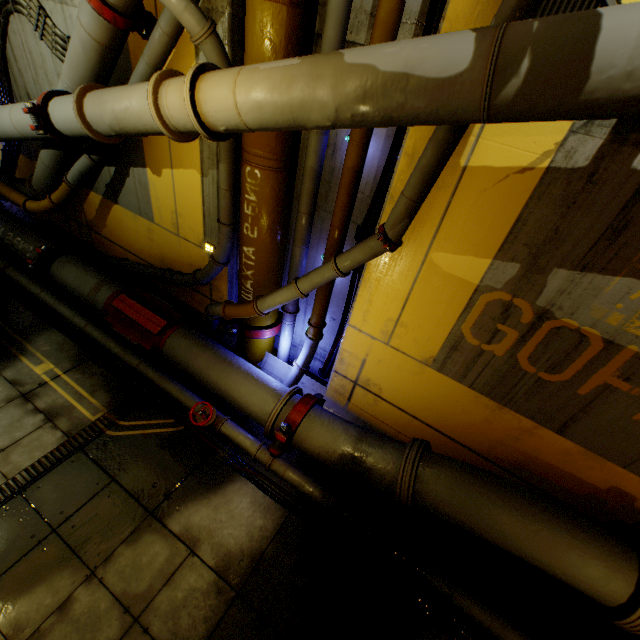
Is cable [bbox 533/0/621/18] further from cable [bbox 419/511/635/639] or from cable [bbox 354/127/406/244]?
cable [bbox 419/511/635/639]

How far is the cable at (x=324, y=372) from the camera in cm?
484

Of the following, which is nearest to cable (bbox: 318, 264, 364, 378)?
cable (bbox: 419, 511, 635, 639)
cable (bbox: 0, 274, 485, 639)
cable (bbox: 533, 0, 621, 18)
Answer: cable (bbox: 533, 0, 621, 18)

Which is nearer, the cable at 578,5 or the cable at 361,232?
the cable at 578,5

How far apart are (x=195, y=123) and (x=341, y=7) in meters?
1.8 m

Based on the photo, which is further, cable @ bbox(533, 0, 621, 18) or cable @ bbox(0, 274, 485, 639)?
cable @ bbox(0, 274, 485, 639)

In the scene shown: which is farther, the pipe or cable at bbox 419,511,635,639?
cable at bbox 419,511,635,639

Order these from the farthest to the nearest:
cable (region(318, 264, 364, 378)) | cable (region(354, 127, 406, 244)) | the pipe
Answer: cable (region(318, 264, 364, 378)), cable (region(354, 127, 406, 244)), the pipe
